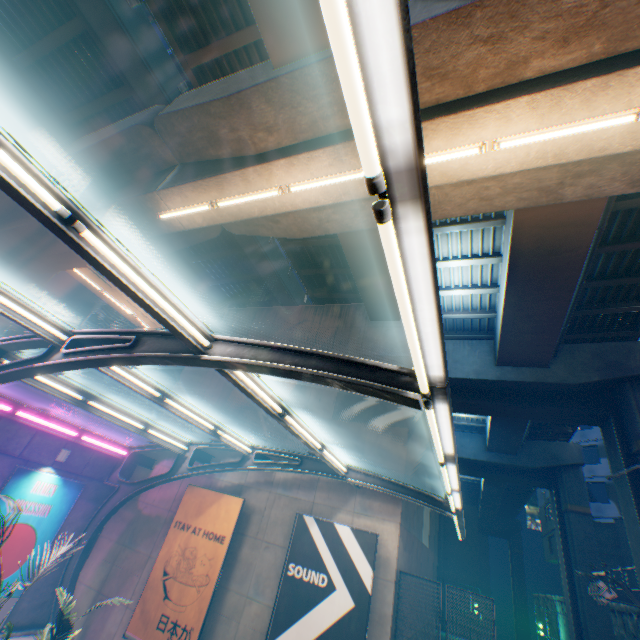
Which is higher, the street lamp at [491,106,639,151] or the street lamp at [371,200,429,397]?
the street lamp at [491,106,639,151]

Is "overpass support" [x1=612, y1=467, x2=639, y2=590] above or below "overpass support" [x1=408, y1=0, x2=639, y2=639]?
below

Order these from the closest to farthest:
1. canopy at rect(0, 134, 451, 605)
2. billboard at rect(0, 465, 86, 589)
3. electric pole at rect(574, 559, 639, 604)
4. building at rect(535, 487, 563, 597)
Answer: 1. canopy at rect(0, 134, 451, 605)
2. electric pole at rect(574, 559, 639, 604)
3. billboard at rect(0, 465, 86, 589)
4. building at rect(535, 487, 563, 597)

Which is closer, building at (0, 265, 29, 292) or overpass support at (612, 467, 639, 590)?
overpass support at (612, 467, 639, 590)

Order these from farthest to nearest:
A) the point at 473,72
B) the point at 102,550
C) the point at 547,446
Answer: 1. the point at 547,446
2. the point at 102,550
3. the point at 473,72

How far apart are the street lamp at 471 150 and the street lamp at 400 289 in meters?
5.8 m

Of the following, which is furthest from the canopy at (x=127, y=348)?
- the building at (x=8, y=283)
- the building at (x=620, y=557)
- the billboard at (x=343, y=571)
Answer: the building at (x=8, y=283)

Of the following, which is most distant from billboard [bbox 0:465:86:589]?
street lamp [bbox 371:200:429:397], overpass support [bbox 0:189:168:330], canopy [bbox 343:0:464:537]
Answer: street lamp [bbox 371:200:429:397]
